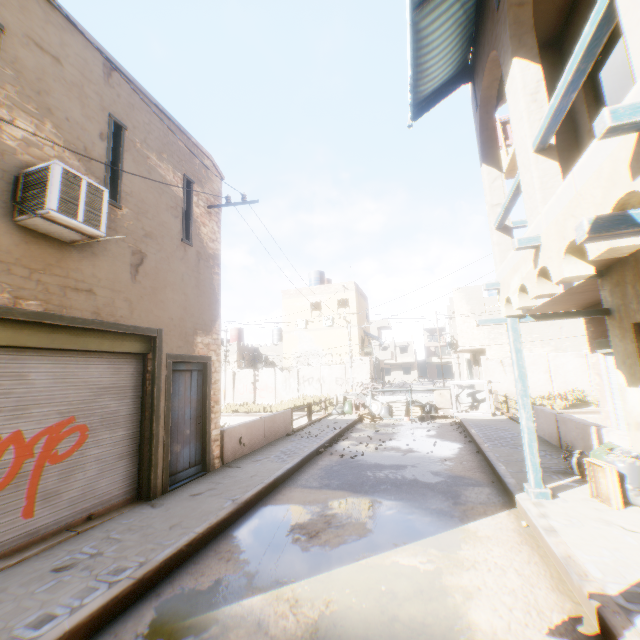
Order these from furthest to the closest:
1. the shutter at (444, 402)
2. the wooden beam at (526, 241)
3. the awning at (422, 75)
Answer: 1. the shutter at (444, 402)
2. the awning at (422, 75)
3. the wooden beam at (526, 241)

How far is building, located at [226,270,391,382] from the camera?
27.61m

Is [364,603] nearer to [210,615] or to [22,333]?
[210,615]

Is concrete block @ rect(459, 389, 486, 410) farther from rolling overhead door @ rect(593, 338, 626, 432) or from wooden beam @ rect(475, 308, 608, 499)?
wooden beam @ rect(475, 308, 608, 499)

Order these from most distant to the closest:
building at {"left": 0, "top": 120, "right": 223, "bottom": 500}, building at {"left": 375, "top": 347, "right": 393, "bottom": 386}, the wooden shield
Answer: building at {"left": 375, "top": 347, "right": 393, "bottom": 386} < the wooden shield < building at {"left": 0, "top": 120, "right": 223, "bottom": 500}

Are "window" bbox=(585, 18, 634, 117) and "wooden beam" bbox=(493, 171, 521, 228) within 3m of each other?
yes

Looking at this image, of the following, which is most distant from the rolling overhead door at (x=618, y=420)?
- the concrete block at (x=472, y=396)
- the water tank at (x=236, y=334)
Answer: the water tank at (x=236, y=334)

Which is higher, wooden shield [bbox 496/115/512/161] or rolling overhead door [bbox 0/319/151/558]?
wooden shield [bbox 496/115/512/161]
